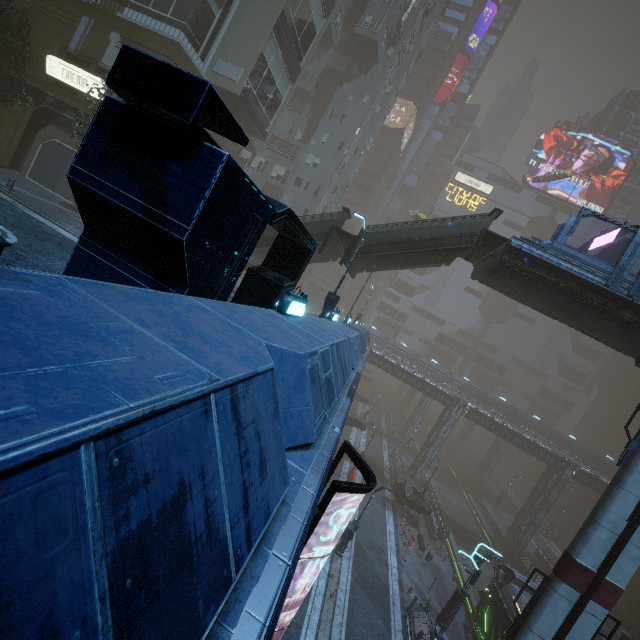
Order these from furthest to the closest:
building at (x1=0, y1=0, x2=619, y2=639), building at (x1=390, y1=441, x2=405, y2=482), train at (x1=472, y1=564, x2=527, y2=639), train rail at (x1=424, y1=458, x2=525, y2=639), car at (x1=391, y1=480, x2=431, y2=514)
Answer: building at (x1=390, y1=441, x2=405, y2=482) < car at (x1=391, y1=480, x2=431, y2=514) < train rail at (x1=424, y1=458, x2=525, y2=639) < train at (x1=472, y1=564, x2=527, y2=639) < building at (x1=0, y1=0, x2=619, y2=639)

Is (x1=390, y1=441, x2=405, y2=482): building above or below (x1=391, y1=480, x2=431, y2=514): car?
below

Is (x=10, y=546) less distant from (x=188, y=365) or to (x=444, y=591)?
(x=188, y=365)

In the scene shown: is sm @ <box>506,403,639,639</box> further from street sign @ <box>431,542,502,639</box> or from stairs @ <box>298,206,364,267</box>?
stairs @ <box>298,206,364,267</box>

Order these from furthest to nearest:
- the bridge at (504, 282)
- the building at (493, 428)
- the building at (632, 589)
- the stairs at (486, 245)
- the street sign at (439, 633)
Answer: the building at (632, 589)
the street sign at (439, 633)
the stairs at (486, 245)
the bridge at (504, 282)
the building at (493, 428)

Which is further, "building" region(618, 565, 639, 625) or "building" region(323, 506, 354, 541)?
"building" region(618, 565, 639, 625)

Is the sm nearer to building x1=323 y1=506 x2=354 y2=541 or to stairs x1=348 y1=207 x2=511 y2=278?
building x1=323 y1=506 x2=354 y2=541

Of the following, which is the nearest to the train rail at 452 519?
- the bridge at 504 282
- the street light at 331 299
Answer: the bridge at 504 282
